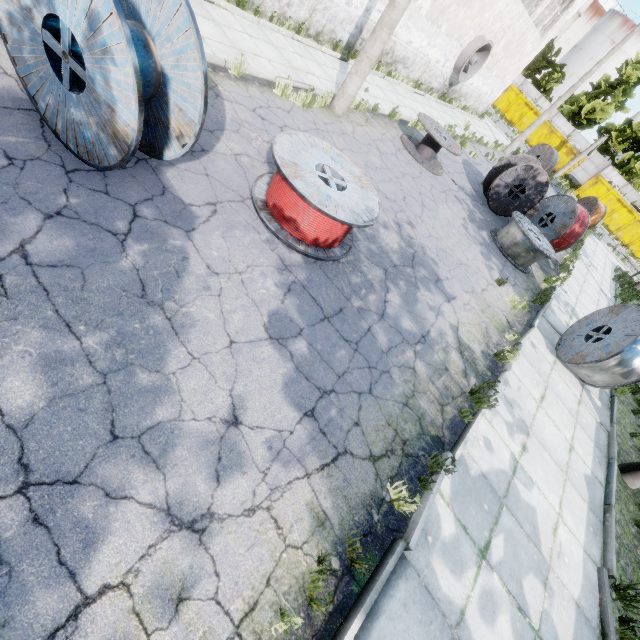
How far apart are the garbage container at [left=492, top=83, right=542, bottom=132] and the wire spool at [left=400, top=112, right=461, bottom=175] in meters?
32.1

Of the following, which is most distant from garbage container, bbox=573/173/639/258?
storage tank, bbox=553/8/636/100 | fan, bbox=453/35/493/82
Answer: storage tank, bbox=553/8/636/100

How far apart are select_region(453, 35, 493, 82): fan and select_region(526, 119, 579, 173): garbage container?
21.7m

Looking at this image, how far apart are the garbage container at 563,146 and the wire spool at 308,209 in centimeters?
4028cm

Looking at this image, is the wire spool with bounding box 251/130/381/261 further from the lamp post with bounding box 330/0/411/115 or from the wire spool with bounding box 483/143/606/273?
the wire spool with bounding box 483/143/606/273

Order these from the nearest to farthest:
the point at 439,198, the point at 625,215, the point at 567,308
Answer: the point at 439,198
the point at 567,308
the point at 625,215

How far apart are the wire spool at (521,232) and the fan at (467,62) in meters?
9.8

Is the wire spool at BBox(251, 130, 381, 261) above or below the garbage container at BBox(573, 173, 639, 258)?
below
